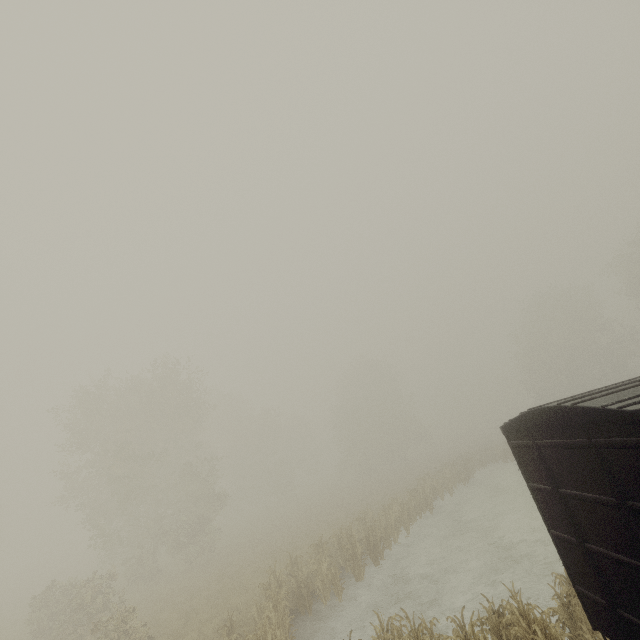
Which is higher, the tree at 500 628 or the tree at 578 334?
the tree at 578 334

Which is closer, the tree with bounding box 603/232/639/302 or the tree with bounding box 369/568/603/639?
the tree with bounding box 369/568/603/639

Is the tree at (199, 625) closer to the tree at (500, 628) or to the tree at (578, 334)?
the tree at (578, 334)

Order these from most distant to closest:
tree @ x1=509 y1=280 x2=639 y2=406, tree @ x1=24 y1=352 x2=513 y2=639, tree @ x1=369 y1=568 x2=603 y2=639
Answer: tree @ x1=509 y1=280 x2=639 y2=406 < tree @ x1=24 y1=352 x2=513 y2=639 < tree @ x1=369 y1=568 x2=603 y2=639

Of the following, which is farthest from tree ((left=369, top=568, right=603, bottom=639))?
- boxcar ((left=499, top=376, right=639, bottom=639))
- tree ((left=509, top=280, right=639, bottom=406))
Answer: tree ((left=509, top=280, right=639, bottom=406))

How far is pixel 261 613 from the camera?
12.7m

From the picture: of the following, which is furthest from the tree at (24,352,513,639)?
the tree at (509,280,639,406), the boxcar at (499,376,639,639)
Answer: the boxcar at (499,376,639,639)
